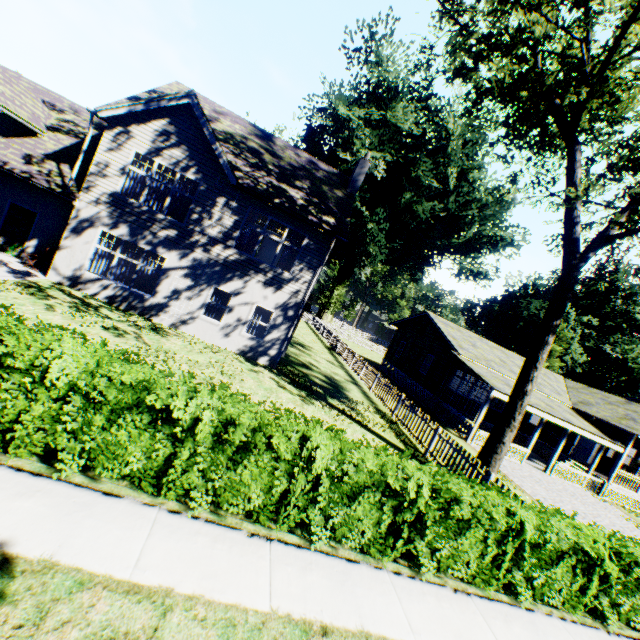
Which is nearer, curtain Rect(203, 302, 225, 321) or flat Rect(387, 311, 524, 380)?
curtain Rect(203, 302, 225, 321)

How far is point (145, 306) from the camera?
13.95m

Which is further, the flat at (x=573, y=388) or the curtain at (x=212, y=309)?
the flat at (x=573, y=388)

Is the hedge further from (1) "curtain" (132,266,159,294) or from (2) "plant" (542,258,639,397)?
(2) "plant" (542,258,639,397)

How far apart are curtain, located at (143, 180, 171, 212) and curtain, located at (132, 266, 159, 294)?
2.2 meters

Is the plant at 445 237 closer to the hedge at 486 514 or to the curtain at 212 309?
the curtain at 212 309

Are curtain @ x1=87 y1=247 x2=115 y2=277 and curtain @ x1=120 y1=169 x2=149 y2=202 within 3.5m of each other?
yes

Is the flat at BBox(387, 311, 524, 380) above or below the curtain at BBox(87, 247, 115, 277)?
above
